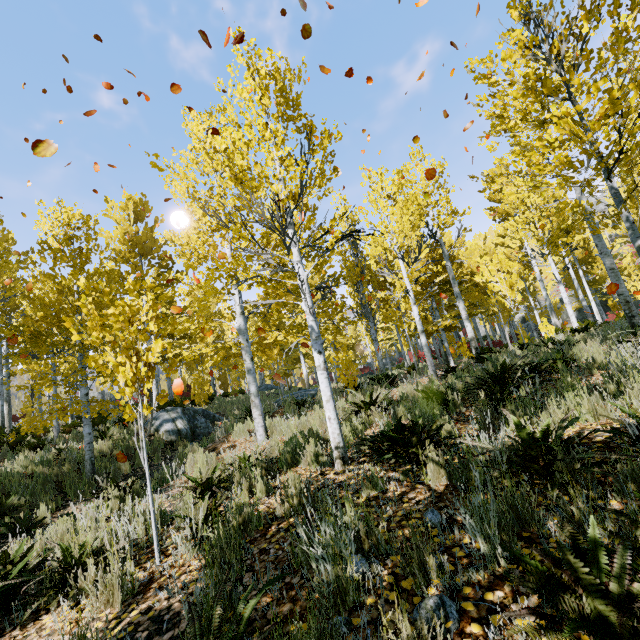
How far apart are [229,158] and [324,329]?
9.5m

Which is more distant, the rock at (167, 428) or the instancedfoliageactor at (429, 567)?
the rock at (167, 428)

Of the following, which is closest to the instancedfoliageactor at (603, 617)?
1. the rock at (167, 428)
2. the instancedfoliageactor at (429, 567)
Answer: the rock at (167, 428)

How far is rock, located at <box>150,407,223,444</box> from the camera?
11.42m

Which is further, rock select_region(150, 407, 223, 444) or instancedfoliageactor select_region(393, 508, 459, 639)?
rock select_region(150, 407, 223, 444)

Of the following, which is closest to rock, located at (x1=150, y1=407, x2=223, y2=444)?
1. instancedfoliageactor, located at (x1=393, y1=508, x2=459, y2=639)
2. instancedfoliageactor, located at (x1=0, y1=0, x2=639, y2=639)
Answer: instancedfoliageactor, located at (x1=0, y1=0, x2=639, y2=639)

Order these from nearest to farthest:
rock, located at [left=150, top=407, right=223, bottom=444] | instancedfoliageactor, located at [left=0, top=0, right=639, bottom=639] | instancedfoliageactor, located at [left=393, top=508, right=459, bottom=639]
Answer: instancedfoliageactor, located at [left=393, top=508, right=459, bottom=639], instancedfoliageactor, located at [left=0, top=0, right=639, bottom=639], rock, located at [left=150, top=407, right=223, bottom=444]
